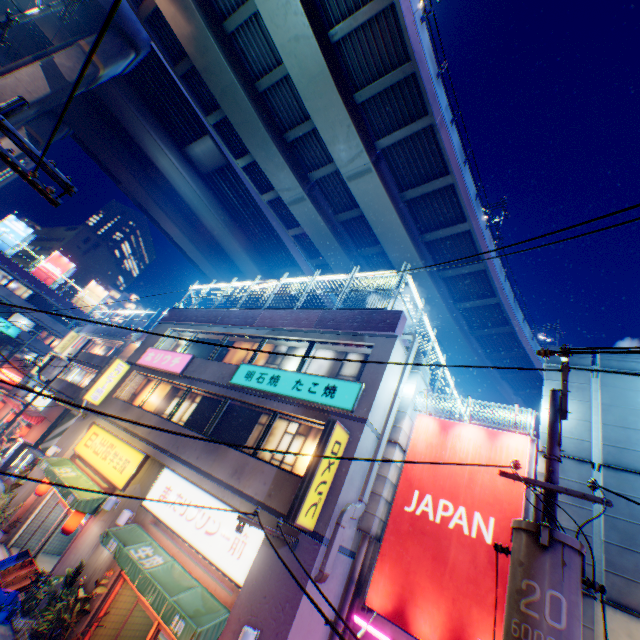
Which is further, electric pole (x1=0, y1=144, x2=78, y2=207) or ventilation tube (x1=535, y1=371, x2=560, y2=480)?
ventilation tube (x1=535, y1=371, x2=560, y2=480)

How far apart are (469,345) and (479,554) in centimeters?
2292cm

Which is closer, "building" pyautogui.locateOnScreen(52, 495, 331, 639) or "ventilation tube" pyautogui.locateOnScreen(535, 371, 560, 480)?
"building" pyautogui.locateOnScreen(52, 495, 331, 639)

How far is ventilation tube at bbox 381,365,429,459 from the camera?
9.5 meters

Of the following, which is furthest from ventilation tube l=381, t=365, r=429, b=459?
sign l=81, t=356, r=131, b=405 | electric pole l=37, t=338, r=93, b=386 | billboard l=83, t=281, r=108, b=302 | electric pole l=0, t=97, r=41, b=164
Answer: billboard l=83, t=281, r=108, b=302

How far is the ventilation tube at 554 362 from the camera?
8.84m

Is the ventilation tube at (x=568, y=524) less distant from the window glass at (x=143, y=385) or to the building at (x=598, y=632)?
the building at (x=598, y=632)

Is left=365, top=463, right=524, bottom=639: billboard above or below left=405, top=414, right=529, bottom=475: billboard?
below
